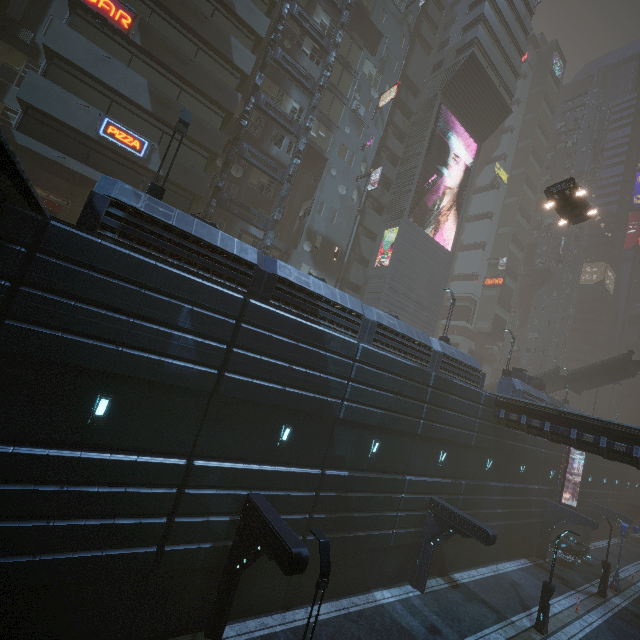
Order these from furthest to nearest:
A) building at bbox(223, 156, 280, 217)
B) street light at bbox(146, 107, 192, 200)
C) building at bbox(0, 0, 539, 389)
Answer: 1. building at bbox(223, 156, 280, 217)
2. building at bbox(0, 0, 539, 389)
3. street light at bbox(146, 107, 192, 200)

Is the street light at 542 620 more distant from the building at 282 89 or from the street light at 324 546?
the street light at 324 546

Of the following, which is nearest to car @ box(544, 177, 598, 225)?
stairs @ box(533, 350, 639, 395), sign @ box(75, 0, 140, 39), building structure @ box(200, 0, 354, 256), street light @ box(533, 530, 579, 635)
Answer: stairs @ box(533, 350, 639, 395)

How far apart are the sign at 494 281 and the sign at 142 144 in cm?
5431

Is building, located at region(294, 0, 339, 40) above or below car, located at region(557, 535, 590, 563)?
above

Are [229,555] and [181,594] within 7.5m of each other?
yes

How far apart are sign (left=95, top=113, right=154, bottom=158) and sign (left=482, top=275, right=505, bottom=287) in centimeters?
5431cm

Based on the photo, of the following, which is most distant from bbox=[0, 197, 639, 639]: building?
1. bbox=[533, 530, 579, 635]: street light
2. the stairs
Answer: bbox=[533, 530, 579, 635]: street light
